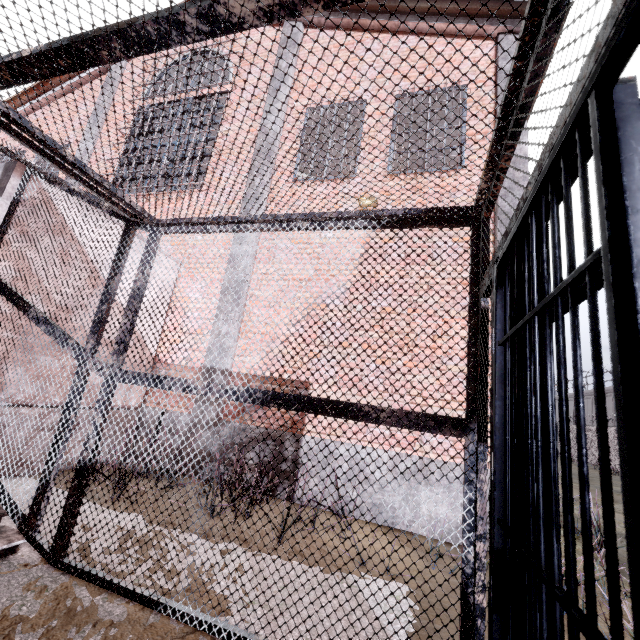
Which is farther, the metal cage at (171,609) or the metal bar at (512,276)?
the metal cage at (171,609)

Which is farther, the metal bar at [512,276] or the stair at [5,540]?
the stair at [5,540]

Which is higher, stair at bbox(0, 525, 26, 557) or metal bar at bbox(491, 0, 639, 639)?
metal bar at bbox(491, 0, 639, 639)

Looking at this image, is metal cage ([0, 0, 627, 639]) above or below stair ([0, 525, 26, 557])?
above

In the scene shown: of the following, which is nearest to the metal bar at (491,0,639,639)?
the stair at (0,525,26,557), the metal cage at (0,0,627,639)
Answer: the metal cage at (0,0,627,639)

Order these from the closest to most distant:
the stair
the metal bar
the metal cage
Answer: A:
1. the metal bar
2. the metal cage
3. the stair

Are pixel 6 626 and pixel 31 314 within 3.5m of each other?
yes
